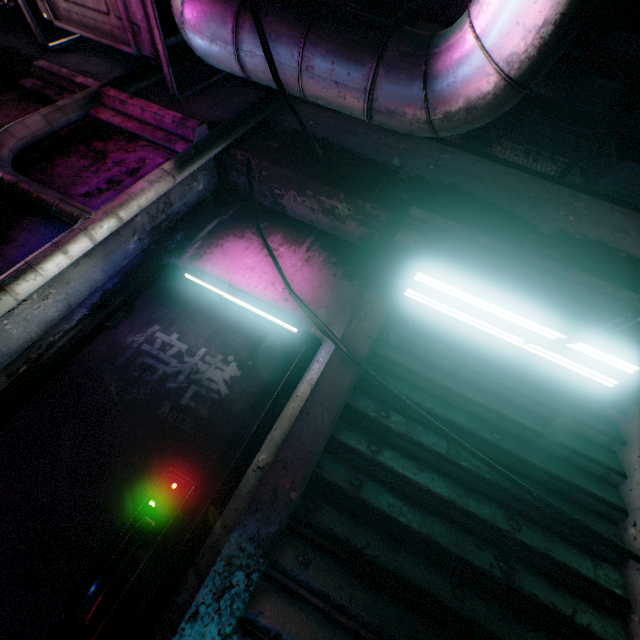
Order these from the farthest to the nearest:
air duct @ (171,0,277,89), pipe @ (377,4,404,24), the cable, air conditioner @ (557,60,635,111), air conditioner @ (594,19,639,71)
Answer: air conditioner @ (594,19,639,71)
air conditioner @ (557,60,635,111)
pipe @ (377,4,404,24)
air duct @ (171,0,277,89)
the cable

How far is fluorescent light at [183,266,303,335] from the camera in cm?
157

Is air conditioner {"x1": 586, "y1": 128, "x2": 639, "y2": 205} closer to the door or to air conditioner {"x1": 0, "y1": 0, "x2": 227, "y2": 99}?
air conditioner {"x1": 0, "y1": 0, "x2": 227, "y2": 99}

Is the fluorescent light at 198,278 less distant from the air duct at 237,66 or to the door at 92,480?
the door at 92,480

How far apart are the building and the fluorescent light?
0.86m

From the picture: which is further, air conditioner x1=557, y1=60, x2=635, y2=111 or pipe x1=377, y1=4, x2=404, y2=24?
air conditioner x1=557, y1=60, x2=635, y2=111

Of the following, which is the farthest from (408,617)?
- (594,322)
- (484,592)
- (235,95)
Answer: (235,95)

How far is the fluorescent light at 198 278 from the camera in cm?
157
